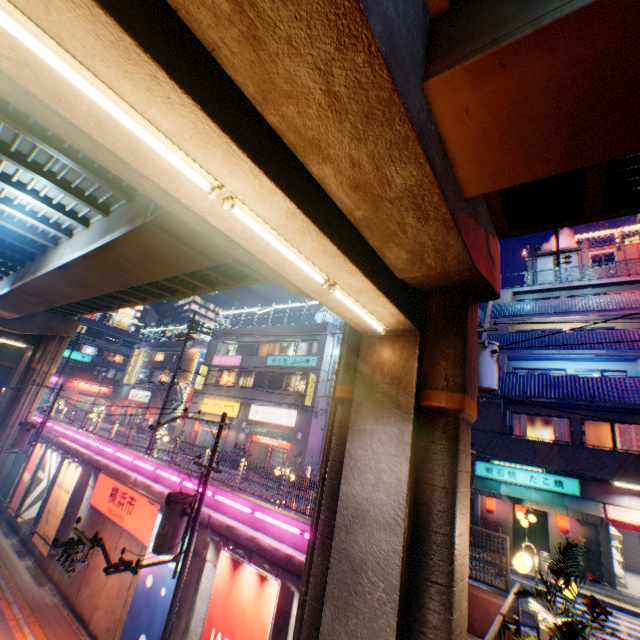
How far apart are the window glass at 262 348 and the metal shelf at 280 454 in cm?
804

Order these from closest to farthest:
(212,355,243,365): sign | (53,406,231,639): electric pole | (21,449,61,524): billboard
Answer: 1. (53,406,231,639): electric pole
2. (21,449,61,524): billboard
3. (212,355,243,365): sign

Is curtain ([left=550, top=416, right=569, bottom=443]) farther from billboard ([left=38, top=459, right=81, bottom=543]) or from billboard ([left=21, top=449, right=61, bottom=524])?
billboard ([left=21, top=449, right=61, bottom=524])

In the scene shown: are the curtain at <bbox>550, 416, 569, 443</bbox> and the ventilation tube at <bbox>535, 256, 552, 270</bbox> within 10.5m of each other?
no

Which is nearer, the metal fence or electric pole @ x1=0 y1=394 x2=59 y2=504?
the metal fence

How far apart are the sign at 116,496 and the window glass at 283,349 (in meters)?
15.20

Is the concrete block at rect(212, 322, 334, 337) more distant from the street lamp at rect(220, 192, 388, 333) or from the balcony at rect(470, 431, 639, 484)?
the street lamp at rect(220, 192, 388, 333)

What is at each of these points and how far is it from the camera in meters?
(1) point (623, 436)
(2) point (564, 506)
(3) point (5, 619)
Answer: (1) curtain, 14.9
(2) awning, 14.3
(3) railway, 13.9
